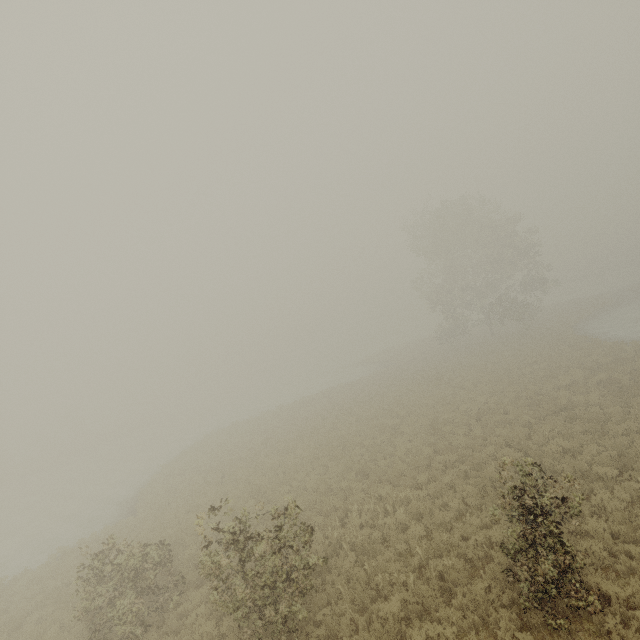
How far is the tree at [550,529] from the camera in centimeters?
657cm

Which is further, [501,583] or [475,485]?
[475,485]

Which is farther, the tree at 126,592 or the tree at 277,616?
the tree at 126,592

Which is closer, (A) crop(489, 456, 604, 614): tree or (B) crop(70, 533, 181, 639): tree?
(A) crop(489, 456, 604, 614): tree

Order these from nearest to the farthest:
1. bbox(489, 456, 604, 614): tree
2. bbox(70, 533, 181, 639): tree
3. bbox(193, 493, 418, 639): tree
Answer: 1. bbox(489, 456, 604, 614): tree
2. bbox(193, 493, 418, 639): tree
3. bbox(70, 533, 181, 639): tree

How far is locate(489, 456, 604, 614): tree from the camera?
6.57m
